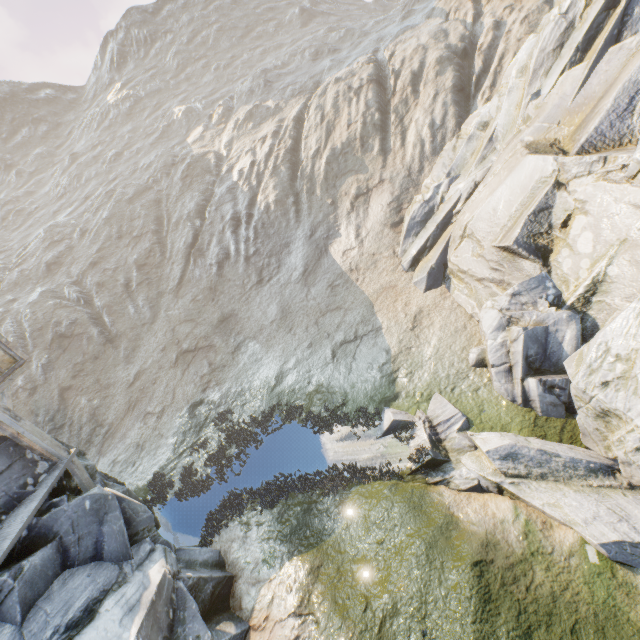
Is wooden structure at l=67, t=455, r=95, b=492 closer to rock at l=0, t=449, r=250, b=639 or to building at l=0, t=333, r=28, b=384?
rock at l=0, t=449, r=250, b=639

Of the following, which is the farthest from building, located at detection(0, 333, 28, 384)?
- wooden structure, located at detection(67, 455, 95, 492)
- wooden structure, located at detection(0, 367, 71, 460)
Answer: wooden structure, located at detection(67, 455, 95, 492)

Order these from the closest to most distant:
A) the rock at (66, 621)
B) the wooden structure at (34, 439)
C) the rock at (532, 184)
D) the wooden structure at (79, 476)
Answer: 1. the rock at (66, 621)
2. the rock at (532, 184)
3. the wooden structure at (34, 439)
4. the wooden structure at (79, 476)

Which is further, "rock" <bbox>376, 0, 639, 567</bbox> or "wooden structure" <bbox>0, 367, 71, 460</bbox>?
"wooden structure" <bbox>0, 367, 71, 460</bbox>

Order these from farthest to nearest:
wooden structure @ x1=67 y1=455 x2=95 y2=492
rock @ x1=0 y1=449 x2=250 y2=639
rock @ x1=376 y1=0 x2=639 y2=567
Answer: wooden structure @ x1=67 y1=455 x2=95 y2=492, rock @ x1=376 y1=0 x2=639 y2=567, rock @ x1=0 y1=449 x2=250 y2=639

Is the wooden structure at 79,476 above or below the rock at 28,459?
below

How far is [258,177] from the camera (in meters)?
33.50

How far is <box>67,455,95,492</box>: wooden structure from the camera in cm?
1059
